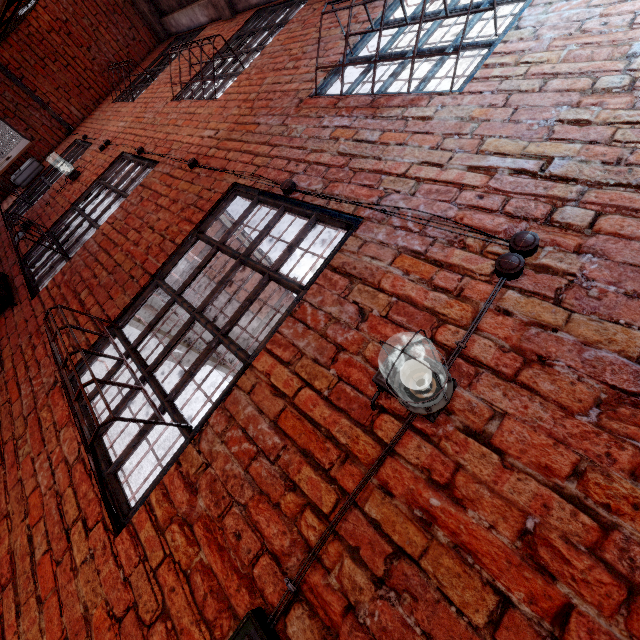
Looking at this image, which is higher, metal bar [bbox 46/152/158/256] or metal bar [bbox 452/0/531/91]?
metal bar [bbox 452/0/531/91]

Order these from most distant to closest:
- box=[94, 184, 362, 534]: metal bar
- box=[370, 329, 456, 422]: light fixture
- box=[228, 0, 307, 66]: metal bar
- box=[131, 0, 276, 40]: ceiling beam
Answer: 1. box=[131, 0, 276, 40]: ceiling beam
2. box=[228, 0, 307, 66]: metal bar
3. box=[94, 184, 362, 534]: metal bar
4. box=[370, 329, 456, 422]: light fixture

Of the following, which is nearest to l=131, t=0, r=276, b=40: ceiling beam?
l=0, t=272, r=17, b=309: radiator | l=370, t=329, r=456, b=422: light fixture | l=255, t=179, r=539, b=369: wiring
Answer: l=255, t=179, r=539, b=369: wiring

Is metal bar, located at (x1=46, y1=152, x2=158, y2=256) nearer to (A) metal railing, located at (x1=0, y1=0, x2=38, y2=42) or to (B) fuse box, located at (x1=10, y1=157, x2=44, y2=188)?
(A) metal railing, located at (x1=0, y1=0, x2=38, y2=42)

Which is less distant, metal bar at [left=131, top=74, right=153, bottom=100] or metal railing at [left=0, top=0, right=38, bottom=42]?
metal railing at [left=0, top=0, right=38, bottom=42]

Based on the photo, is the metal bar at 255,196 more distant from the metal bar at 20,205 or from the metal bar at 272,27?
the metal bar at 20,205

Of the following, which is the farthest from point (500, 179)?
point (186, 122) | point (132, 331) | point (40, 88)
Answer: point (132, 331)

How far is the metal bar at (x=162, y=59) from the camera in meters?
6.0 m
